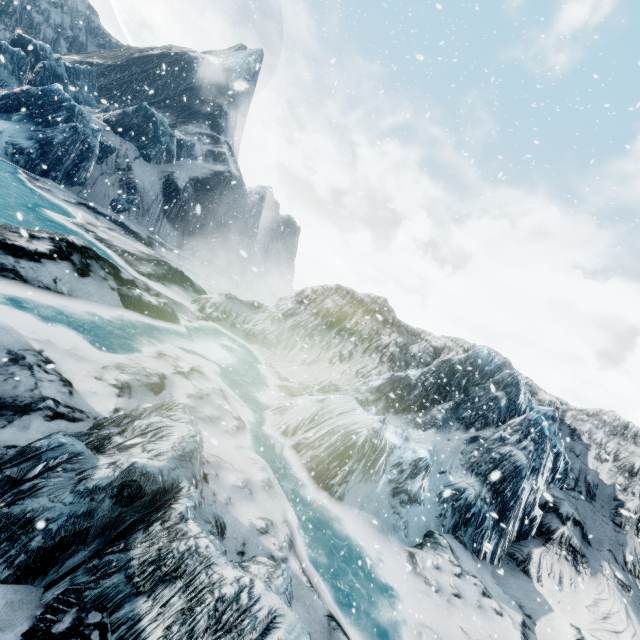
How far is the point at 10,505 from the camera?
2.0 meters
